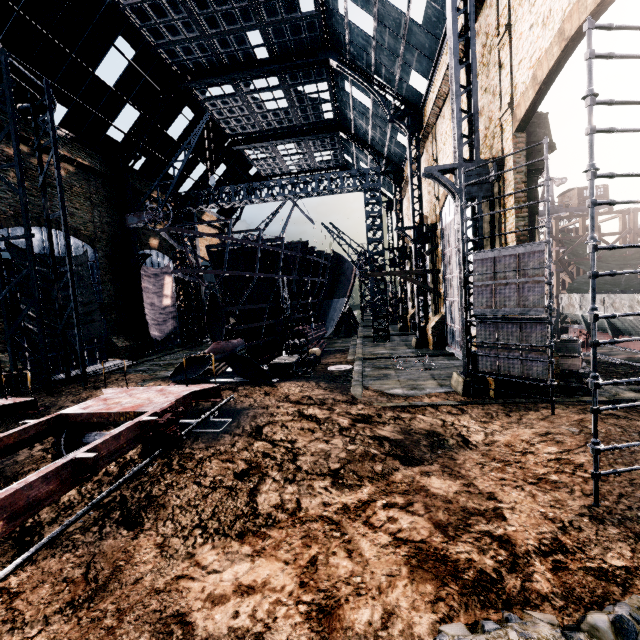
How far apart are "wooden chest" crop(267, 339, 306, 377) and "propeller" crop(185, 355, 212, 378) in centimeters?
358cm

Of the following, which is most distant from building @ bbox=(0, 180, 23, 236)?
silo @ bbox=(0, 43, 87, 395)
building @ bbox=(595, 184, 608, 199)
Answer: building @ bbox=(595, 184, 608, 199)

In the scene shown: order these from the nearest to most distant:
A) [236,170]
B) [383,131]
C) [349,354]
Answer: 1. [349,354]
2. [383,131]
3. [236,170]

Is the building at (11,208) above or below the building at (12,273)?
above

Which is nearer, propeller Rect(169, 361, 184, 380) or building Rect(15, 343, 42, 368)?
propeller Rect(169, 361, 184, 380)

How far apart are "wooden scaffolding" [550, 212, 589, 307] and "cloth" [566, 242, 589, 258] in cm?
0

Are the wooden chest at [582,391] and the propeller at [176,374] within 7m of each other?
no
